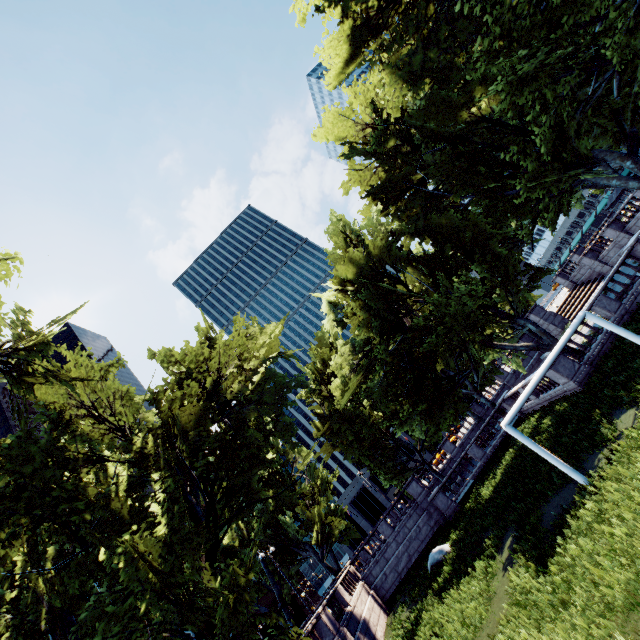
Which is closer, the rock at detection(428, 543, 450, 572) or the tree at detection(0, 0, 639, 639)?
the tree at detection(0, 0, 639, 639)

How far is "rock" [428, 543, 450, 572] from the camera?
20.20m

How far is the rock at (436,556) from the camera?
20.2m

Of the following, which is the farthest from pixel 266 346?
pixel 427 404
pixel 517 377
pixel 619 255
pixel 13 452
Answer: pixel 619 255

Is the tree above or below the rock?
above

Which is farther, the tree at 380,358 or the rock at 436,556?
the rock at 436,556
